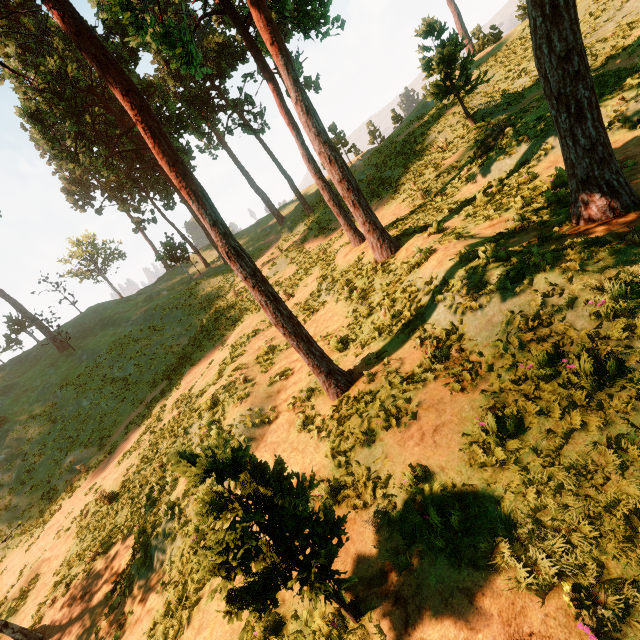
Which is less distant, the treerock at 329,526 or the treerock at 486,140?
the treerock at 329,526

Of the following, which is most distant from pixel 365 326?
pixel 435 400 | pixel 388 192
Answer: pixel 388 192

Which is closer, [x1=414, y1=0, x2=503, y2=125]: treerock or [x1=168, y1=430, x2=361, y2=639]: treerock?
[x1=168, y1=430, x2=361, y2=639]: treerock

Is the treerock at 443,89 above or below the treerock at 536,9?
above

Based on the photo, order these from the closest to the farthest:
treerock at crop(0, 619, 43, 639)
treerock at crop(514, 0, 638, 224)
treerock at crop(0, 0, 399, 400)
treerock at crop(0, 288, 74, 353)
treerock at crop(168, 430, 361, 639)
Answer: treerock at crop(168, 430, 361, 639)
treerock at crop(514, 0, 638, 224)
treerock at crop(0, 0, 399, 400)
treerock at crop(0, 619, 43, 639)
treerock at crop(0, 288, 74, 353)

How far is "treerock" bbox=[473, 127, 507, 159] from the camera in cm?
1473

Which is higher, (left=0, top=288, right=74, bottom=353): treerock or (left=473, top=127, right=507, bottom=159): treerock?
(left=0, top=288, right=74, bottom=353): treerock
